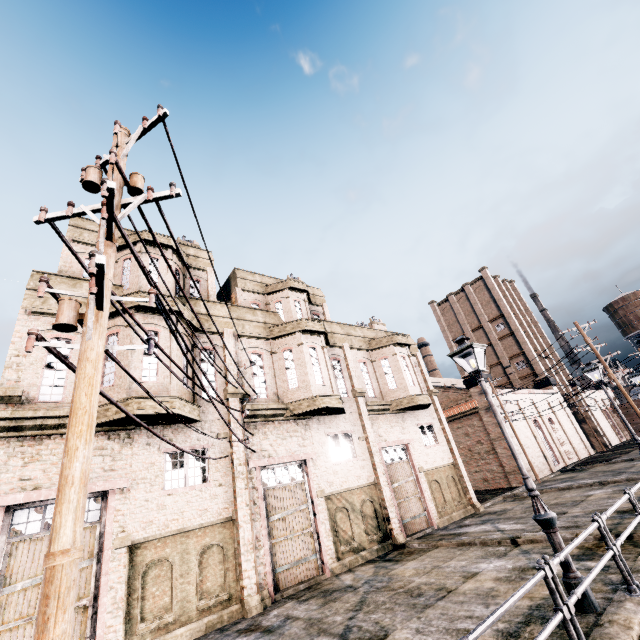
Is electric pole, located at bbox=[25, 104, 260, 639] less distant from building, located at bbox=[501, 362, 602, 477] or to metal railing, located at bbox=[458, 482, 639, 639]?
building, located at bbox=[501, 362, 602, 477]

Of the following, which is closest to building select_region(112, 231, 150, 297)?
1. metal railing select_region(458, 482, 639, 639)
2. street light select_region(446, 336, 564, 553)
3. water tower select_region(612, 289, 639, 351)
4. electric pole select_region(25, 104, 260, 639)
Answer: electric pole select_region(25, 104, 260, 639)

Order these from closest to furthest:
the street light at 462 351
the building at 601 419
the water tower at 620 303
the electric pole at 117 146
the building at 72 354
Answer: the electric pole at 117 146
the street light at 462 351
the building at 72 354
the building at 601 419
the water tower at 620 303

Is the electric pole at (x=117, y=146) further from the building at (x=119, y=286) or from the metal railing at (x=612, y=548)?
the metal railing at (x=612, y=548)

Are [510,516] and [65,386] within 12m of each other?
no

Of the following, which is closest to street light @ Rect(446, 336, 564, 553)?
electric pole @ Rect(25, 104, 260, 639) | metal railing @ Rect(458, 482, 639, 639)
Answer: metal railing @ Rect(458, 482, 639, 639)
